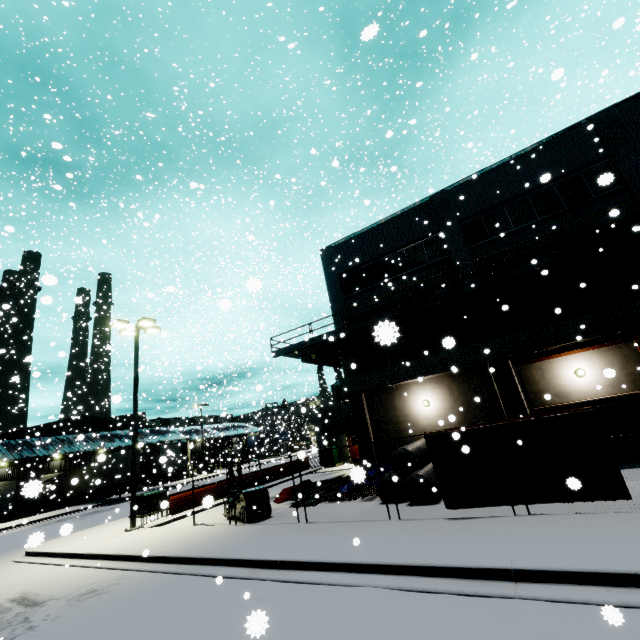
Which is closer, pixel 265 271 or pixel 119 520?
pixel 119 520

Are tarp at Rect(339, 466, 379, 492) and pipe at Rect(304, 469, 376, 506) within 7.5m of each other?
yes

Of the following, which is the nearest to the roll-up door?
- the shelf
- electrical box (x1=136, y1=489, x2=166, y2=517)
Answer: electrical box (x1=136, y1=489, x2=166, y2=517)

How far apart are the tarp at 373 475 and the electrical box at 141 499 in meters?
11.4

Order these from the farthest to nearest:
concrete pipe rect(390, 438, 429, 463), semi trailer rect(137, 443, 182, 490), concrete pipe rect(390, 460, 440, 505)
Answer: semi trailer rect(137, 443, 182, 490)
concrete pipe rect(390, 438, 429, 463)
concrete pipe rect(390, 460, 440, 505)

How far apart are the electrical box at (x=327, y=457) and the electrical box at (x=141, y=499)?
12.4 meters

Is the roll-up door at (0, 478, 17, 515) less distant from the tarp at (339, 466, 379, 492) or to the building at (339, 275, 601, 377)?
the building at (339, 275, 601, 377)

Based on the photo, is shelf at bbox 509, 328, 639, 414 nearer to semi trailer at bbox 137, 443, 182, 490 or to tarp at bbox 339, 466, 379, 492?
tarp at bbox 339, 466, 379, 492
